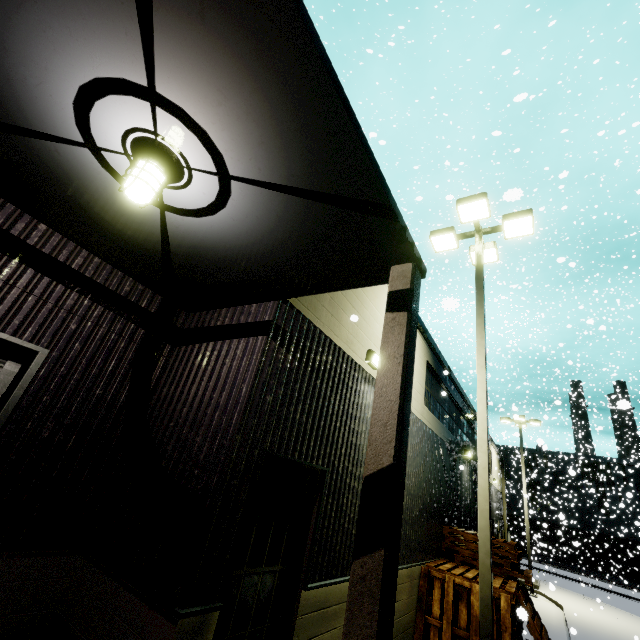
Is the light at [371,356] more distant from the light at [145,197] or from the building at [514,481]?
the light at [145,197]

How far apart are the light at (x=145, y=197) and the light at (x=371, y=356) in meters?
4.8

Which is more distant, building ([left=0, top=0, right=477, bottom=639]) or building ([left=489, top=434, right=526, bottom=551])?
building ([left=489, top=434, right=526, bottom=551])

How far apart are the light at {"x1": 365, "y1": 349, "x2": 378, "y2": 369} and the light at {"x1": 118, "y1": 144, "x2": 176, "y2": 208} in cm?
480

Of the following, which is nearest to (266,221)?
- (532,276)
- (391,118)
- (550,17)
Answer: (391,118)

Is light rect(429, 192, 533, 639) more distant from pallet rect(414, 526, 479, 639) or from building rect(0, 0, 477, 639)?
pallet rect(414, 526, 479, 639)

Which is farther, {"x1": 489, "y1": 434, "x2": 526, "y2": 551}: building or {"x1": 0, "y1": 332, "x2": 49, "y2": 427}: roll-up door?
{"x1": 489, "y1": 434, "x2": 526, "y2": 551}: building

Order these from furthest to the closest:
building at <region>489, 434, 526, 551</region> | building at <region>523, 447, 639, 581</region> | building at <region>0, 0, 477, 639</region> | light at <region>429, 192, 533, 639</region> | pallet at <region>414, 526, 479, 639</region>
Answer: → building at <region>523, 447, 639, 581</region>, building at <region>489, 434, 526, 551</region>, pallet at <region>414, 526, 479, 639</region>, light at <region>429, 192, 533, 639</region>, building at <region>0, 0, 477, 639</region>
